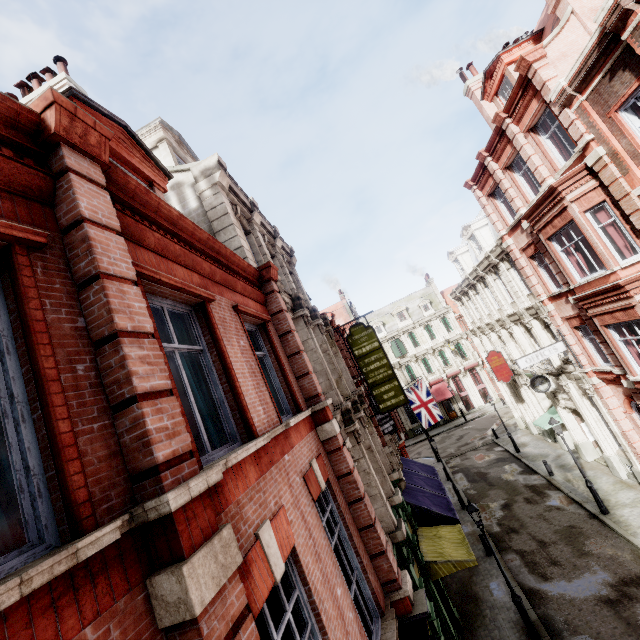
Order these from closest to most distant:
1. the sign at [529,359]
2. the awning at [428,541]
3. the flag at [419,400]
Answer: → the awning at [428,541] < the sign at [529,359] < the flag at [419,400]

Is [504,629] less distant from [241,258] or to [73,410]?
[241,258]

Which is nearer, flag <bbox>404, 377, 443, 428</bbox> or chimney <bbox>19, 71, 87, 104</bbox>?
chimney <bbox>19, 71, 87, 104</bbox>

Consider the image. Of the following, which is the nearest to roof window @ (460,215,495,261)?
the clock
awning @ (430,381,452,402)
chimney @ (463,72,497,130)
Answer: chimney @ (463,72,497,130)

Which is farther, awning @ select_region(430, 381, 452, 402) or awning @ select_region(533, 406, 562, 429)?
awning @ select_region(430, 381, 452, 402)

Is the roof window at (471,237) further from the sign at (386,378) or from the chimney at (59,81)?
the chimney at (59,81)

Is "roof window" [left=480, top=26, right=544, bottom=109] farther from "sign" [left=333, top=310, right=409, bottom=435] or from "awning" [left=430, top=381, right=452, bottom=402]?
"awning" [left=430, top=381, right=452, bottom=402]

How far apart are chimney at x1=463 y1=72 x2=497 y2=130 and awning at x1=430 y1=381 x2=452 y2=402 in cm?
3119
